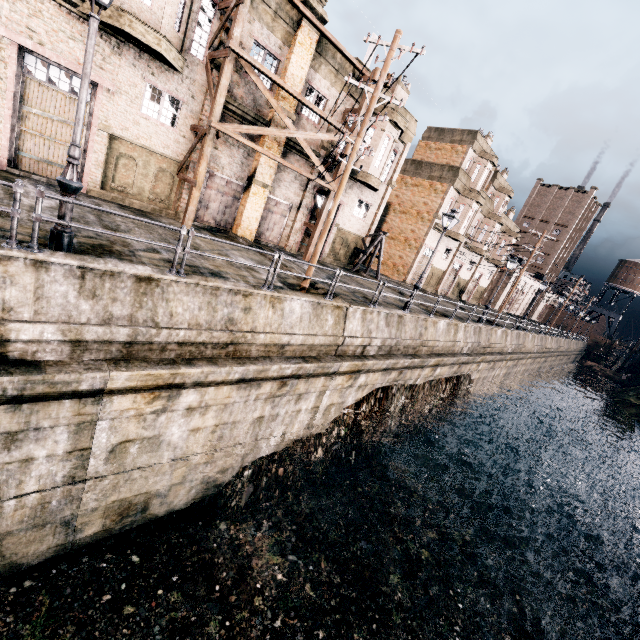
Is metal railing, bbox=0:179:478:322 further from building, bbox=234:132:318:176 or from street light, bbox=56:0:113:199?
building, bbox=234:132:318:176

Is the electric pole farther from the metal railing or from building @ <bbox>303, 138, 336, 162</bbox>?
the metal railing

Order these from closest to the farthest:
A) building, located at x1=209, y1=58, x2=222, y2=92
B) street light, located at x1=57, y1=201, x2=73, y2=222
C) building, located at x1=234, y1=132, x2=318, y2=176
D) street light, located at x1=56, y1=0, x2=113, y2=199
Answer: street light, located at x1=56, y1=0, x2=113, y2=199 < street light, located at x1=57, y1=201, x2=73, y2=222 < building, located at x1=209, y1=58, x2=222, y2=92 < building, located at x1=234, y1=132, x2=318, y2=176

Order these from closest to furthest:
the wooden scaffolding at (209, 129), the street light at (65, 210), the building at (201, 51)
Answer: the street light at (65, 210), the building at (201, 51), the wooden scaffolding at (209, 129)

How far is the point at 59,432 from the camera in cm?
747

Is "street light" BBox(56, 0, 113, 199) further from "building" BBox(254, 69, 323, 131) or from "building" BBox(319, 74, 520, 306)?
"building" BBox(319, 74, 520, 306)

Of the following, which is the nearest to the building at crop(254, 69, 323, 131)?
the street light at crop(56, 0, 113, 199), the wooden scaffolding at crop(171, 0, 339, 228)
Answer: the wooden scaffolding at crop(171, 0, 339, 228)

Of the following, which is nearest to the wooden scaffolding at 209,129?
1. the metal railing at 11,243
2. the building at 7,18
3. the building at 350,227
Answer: the building at 7,18
